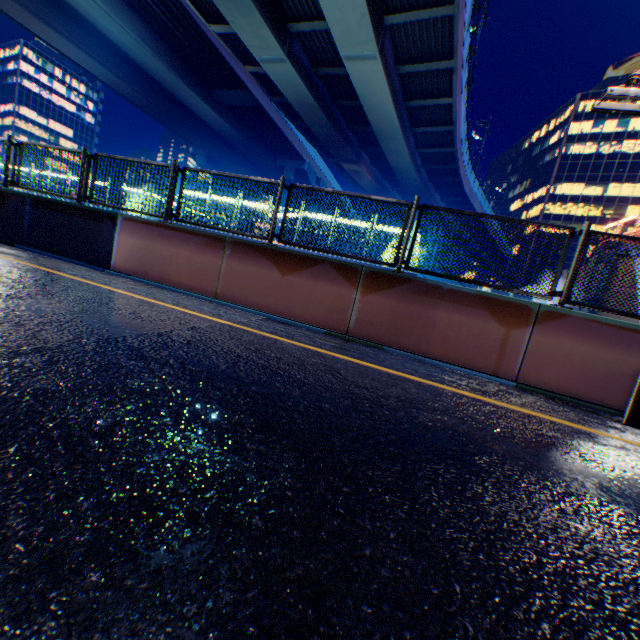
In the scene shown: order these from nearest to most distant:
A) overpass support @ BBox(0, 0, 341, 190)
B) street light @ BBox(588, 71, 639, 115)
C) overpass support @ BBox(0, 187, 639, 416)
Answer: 1. street light @ BBox(588, 71, 639, 115)
2. overpass support @ BBox(0, 187, 639, 416)
3. overpass support @ BBox(0, 0, 341, 190)

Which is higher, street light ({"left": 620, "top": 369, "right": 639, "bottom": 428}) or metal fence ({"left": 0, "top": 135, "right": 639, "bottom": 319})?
metal fence ({"left": 0, "top": 135, "right": 639, "bottom": 319})

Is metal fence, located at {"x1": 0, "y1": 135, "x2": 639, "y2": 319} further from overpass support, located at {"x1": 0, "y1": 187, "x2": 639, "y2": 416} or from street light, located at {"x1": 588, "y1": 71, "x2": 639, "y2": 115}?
street light, located at {"x1": 588, "y1": 71, "x2": 639, "y2": 115}

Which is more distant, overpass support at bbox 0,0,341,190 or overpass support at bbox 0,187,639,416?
overpass support at bbox 0,0,341,190

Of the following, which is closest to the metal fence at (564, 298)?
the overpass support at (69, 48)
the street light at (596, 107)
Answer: the overpass support at (69, 48)

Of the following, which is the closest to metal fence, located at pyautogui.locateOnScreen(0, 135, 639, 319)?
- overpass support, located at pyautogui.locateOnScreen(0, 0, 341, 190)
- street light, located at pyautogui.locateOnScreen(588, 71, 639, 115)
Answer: overpass support, located at pyautogui.locateOnScreen(0, 0, 341, 190)

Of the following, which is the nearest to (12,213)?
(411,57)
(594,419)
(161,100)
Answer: (594,419)

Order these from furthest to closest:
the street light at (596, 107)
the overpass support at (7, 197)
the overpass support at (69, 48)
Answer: the overpass support at (69, 48) → the overpass support at (7, 197) → the street light at (596, 107)
